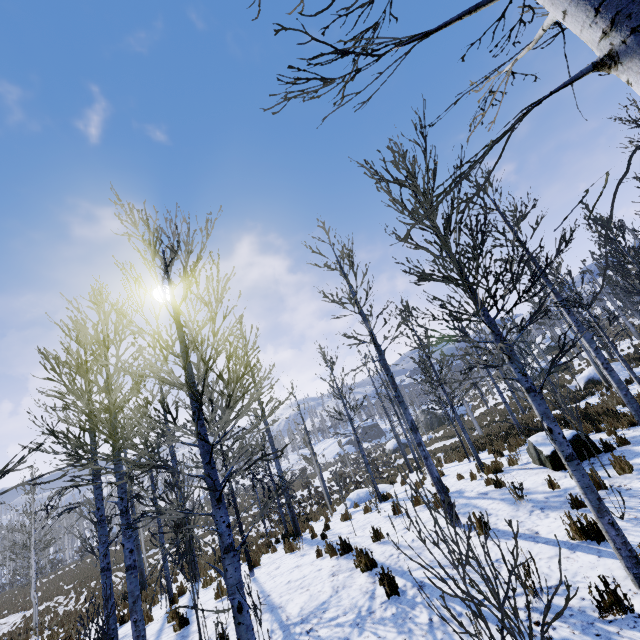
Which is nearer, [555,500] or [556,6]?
[556,6]

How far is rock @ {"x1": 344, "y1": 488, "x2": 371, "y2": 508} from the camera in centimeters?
1585cm

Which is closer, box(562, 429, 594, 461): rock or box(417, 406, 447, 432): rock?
box(562, 429, 594, 461): rock

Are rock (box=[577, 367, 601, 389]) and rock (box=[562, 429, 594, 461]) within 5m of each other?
no

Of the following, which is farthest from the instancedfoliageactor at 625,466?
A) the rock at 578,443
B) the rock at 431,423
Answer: the rock at 431,423

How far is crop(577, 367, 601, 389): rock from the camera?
23.7 meters

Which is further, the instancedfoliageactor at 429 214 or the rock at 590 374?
the rock at 590 374

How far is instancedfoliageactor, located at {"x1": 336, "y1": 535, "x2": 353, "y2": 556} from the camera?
7.77m
